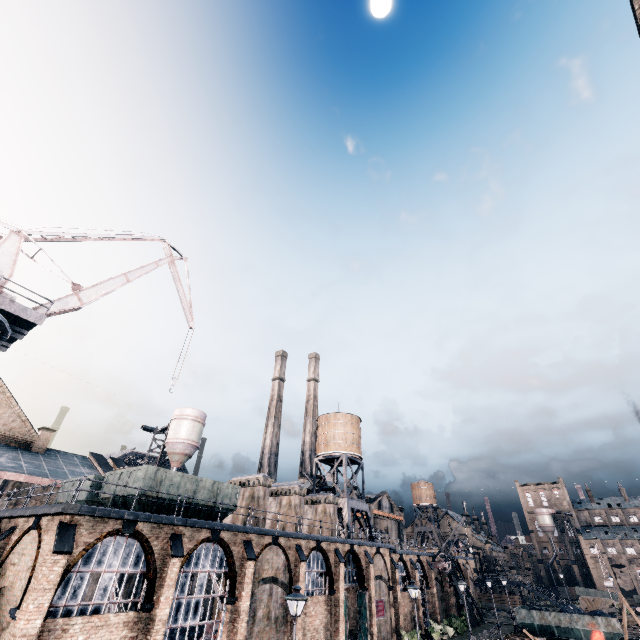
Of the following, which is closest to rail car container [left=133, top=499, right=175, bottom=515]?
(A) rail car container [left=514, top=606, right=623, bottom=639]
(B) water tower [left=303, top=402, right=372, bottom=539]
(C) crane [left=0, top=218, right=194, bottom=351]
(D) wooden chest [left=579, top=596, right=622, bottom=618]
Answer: (C) crane [left=0, top=218, right=194, bottom=351]

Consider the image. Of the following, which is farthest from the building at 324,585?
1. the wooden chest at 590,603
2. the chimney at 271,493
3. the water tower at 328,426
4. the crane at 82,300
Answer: the wooden chest at 590,603

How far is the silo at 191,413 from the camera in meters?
46.5 m

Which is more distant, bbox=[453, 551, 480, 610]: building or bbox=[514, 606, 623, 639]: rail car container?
bbox=[453, 551, 480, 610]: building

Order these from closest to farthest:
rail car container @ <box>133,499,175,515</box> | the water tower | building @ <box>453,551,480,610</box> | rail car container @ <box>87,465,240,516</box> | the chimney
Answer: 1. rail car container @ <box>133,499,175,515</box>
2. rail car container @ <box>87,465,240,516</box>
3. the chimney
4. the water tower
5. building @ <box>453,551,480,610</box>

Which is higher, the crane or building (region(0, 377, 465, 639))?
the crane

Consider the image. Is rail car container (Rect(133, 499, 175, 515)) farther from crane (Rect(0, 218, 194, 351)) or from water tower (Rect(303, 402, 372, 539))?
water tower (Rect(303, 402, 372, 539))

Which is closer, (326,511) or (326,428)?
(326,511)
